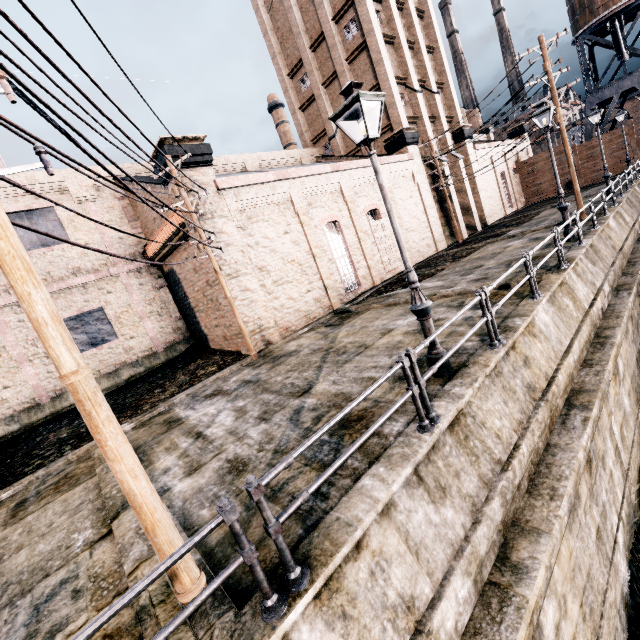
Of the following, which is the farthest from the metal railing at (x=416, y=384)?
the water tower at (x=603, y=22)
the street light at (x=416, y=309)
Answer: the water tower at (x=603, y=22)

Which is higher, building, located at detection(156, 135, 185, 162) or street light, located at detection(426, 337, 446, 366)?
building, located at detection(156, 135, 185, 162)

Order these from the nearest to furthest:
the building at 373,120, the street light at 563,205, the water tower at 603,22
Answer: the street light at 563,205 < the building at 373,120 < the water tower at 603,22

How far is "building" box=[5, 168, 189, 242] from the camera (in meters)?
18.22

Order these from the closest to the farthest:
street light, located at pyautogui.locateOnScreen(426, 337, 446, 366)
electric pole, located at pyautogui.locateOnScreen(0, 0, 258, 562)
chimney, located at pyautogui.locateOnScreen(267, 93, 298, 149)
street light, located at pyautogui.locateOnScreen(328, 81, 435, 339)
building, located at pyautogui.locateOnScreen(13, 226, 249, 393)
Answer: electric pole, located at pyautogui.locateOnScreen(0, 0, 258, 562) < street light, located at pyautogui.locateOnScreen(328, 81, 435, 339) < street light, located at pyautogui.locateOnScreen(426, 337, 446, 366) < building, located at pyautogui.locateOnScreen(13, 226, 249, 393) < chimney, located at pyautogui.locateOnScreen(267, 93, 298, 149)

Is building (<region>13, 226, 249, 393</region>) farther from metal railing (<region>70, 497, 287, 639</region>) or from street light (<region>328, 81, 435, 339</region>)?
metal railing (<region>70, 497, 287, 639</region>)

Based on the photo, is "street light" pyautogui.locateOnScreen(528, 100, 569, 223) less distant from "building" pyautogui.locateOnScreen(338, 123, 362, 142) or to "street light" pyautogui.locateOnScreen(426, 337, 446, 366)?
"building" pyautogui.locateOnScreen(338, 123, 362, 142)

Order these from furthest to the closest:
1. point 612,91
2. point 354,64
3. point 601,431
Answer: point 612,91
point 354,64
point 601,431
